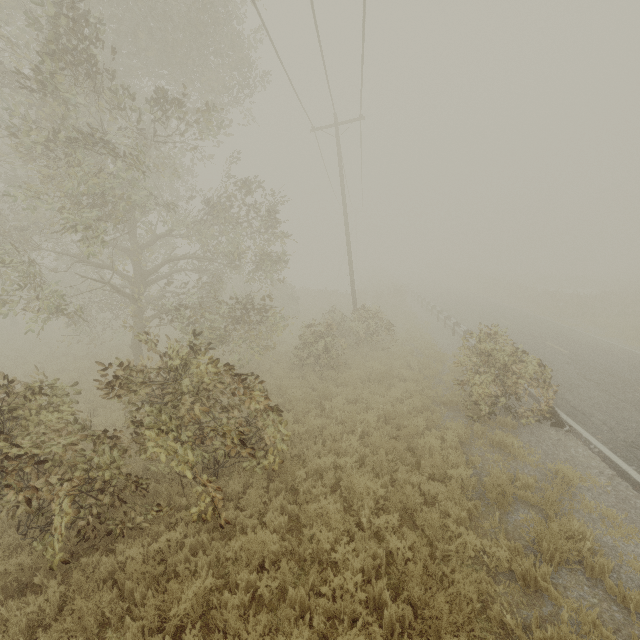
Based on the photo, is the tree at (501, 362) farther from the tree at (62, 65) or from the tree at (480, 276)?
the tree at (480, 276)

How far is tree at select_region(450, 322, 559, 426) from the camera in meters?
9.2 m

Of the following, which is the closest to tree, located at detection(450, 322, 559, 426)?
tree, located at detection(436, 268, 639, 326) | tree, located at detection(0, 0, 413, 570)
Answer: tree, located at detection(0, 0, 413, 570)

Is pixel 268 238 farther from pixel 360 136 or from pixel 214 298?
pixel 360 136

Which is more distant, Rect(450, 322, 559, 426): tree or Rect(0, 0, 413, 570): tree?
Rect(450, 322, 559, 426): tree

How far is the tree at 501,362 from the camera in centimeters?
916cm

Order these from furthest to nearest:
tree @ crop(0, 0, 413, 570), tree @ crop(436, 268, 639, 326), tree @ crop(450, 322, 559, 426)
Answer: tree @ crop(436, 268, 639, 326) < tree @ crop(450, 322, 559, 426) < tree @ crop(0, 0, 413, 570)
